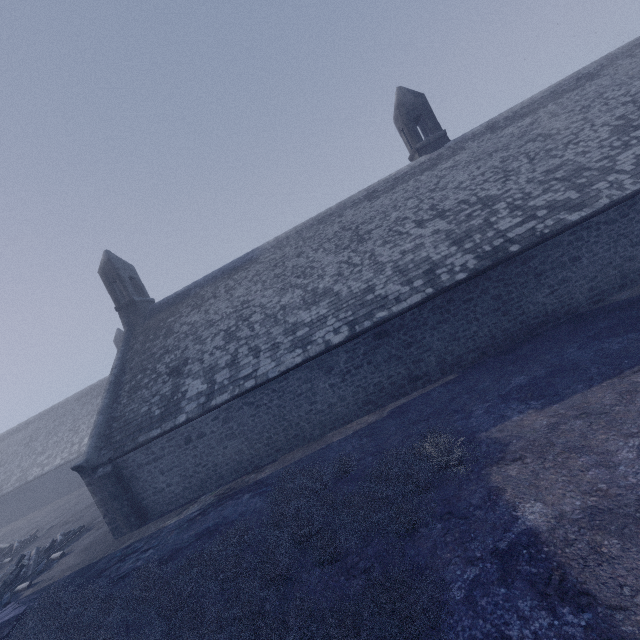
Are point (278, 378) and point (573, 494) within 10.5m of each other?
yes
